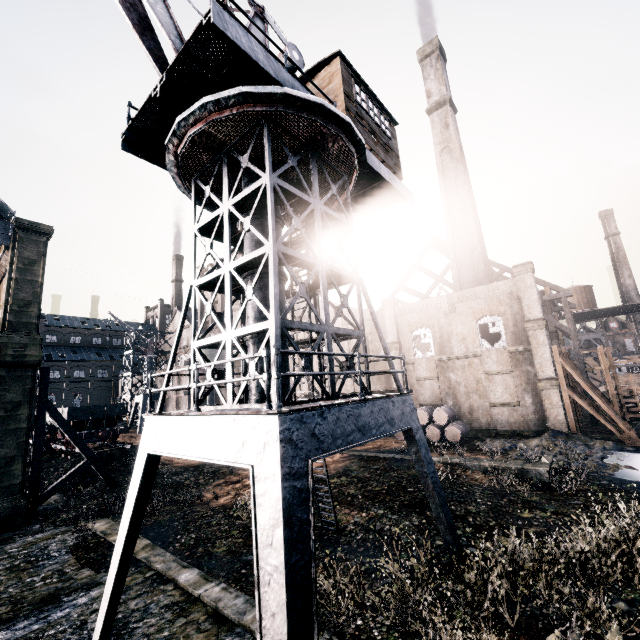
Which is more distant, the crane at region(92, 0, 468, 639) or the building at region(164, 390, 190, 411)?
the building at region(164, 390, 190, 411)

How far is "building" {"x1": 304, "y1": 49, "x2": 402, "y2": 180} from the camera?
12.02m

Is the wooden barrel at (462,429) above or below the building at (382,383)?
below

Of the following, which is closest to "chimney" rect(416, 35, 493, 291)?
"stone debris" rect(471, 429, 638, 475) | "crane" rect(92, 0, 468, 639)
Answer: "stone debris" rect(471, 429, 638, 475)

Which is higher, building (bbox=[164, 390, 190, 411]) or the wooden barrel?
building (bbox=[164, 390, 190, 411])

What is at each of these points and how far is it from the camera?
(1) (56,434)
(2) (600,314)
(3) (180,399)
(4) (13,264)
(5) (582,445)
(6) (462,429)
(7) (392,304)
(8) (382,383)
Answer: (1) rail car, 33.4m
(2) wooden scaffolding, 38.9m
(3) building, 50.4m
(4) building, 20.8m
(5) stone debris, 20.4m
(6) wooden barrel, 25.3m
(7) building, 32.5m
(8) building, 33.1m

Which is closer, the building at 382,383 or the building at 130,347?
the building at 382,383

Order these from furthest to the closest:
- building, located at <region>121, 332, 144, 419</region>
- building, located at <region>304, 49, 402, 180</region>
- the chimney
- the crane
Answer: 1. building, located at <region>121, 332, 144, 419</region>
2. the chimney
3. building, located at <region>304, 49, 402, 180</region>
4. the crane
